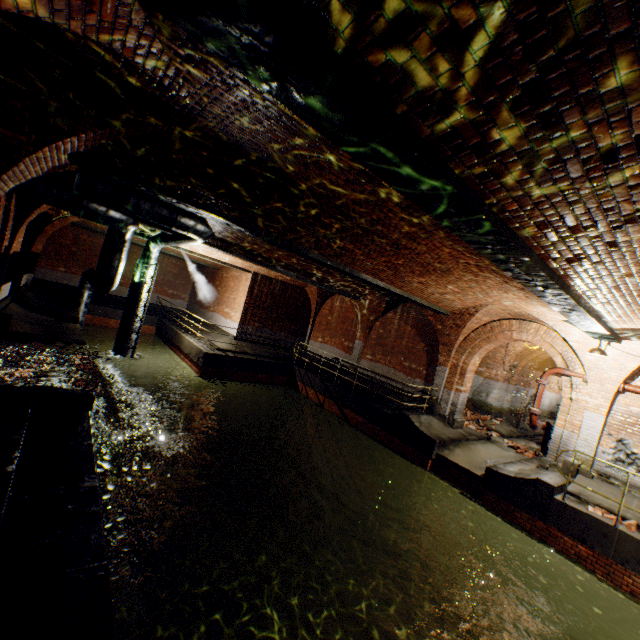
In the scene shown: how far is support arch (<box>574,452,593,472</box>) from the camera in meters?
9.4 m

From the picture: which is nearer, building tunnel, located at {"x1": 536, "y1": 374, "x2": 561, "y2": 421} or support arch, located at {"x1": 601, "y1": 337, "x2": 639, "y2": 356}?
support arch, located at {"x1": 601, "y1": 337, "x2": 639, "y2": 356}

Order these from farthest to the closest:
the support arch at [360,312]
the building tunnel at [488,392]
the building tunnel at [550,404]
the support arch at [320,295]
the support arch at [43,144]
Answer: the building tunnel at [550,404]
the support arch at [320,295]
the support arch at [360,312]
the building tunnel at [488,392]
the support arch at [43,144]

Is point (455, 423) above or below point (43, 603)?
above

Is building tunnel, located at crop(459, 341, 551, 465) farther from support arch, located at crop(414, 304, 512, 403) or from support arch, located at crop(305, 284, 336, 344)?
support arch, located at crop(305, 284, 336, 344)

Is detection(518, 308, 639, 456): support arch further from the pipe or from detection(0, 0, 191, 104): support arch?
detection(0, 0, 191, 104): support arch

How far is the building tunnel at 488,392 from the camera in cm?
1296

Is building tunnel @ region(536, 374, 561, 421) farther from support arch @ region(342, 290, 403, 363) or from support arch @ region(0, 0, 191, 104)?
support arch @ region(0, 0, 191, 104)
